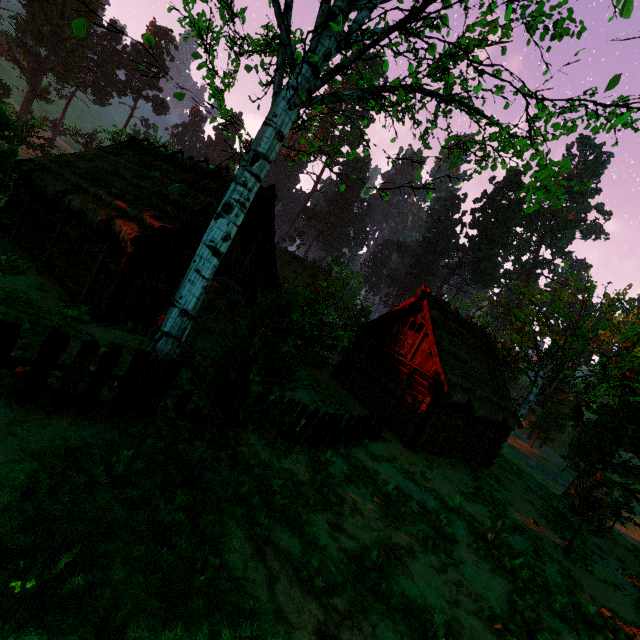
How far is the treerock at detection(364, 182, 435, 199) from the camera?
6.9m

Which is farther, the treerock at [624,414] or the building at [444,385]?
the building at [444,385]

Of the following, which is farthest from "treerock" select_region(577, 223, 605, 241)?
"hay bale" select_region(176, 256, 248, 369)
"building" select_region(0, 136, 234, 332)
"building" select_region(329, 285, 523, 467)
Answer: "hay bale" select_region(176, 256, 248, 369)

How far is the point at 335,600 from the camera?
5.3 meters

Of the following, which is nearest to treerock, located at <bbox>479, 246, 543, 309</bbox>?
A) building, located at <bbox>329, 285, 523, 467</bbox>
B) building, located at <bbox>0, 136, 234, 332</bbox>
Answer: building, located at <bbox>0, 136, 234, 332</bbox>

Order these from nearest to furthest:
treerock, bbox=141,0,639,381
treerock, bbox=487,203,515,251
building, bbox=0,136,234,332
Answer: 1. treerock, bbox=141,0,639,381
2. building, bbox=0,136,234,332
3. treerock, bbox=487,203,515,251

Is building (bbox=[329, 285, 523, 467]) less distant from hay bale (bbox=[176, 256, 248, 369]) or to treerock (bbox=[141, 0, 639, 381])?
treerock (bbox=[141, 0, 639, 381])
